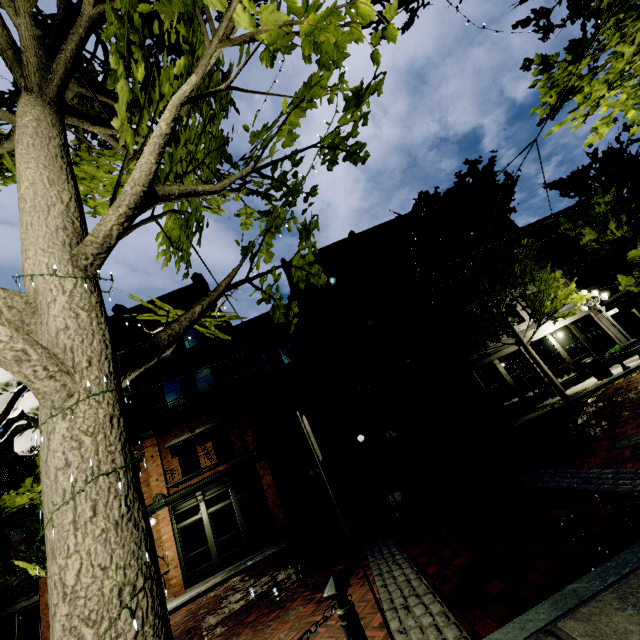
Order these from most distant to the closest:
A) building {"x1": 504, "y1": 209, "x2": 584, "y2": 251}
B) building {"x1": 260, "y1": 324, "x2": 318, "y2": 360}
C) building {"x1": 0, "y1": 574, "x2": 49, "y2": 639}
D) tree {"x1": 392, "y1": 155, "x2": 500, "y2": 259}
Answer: building {"x1": 504, "y1": 209, "x2": 584, "y2": 251}, building {"x1": 260, "y1": 324, "x2": 318, "y2": 360}, tree {"x1": 392, "y1": 155, "x2": 500, "y2": 259}, building {"x1": 0, "y1": 574, "x2": 49, "y2": 639}

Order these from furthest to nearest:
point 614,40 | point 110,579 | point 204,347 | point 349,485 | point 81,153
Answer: point 204,347
point 349,485
point 614,40
point 81,153
point 110,579

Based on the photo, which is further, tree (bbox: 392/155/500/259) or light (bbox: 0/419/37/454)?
tree (bbox: 392/155/500/259)

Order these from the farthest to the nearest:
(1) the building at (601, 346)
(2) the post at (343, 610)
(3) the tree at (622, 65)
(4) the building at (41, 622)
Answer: (1) the building at (601, 346) → (4) the building at (41, 622) → (3) the tree at (622, 65) → (2) the post at (343, 610)

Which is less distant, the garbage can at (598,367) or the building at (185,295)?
the garbage can at (598,367)

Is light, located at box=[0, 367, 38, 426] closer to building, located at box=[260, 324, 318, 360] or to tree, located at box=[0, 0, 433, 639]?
tree, located at box=[0, 0, 433, 639]

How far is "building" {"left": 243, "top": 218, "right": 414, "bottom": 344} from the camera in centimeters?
1914cm

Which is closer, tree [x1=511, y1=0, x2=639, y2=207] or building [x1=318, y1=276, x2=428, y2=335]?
tree [x1=511, y1=0, x2=639, y2=207]
